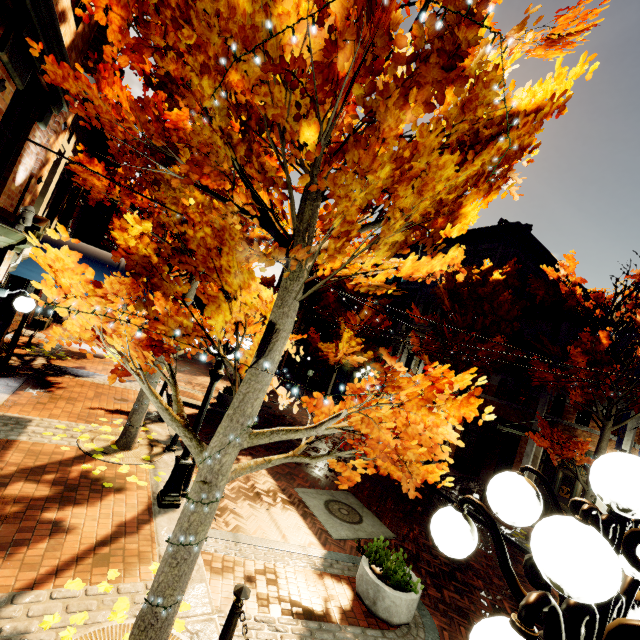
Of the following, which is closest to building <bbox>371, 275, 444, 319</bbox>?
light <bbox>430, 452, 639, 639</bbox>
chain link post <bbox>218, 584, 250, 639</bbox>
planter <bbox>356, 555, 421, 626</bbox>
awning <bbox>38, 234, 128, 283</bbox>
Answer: awning <bbox>38, 234, 128, 283</bbox>

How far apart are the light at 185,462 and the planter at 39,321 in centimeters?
1390cm

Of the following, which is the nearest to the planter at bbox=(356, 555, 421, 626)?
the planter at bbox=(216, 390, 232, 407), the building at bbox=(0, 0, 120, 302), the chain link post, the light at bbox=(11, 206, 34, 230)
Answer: the chain link post

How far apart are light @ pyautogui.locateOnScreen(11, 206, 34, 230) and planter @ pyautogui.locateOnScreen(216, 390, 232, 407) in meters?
9.5 m

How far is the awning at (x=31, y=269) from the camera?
7.3 meters

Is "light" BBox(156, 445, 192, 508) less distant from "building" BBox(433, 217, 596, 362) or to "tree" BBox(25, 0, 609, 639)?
"tree" BBox(25, 0, 609, 639)

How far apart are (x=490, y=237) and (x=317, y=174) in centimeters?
2089cm

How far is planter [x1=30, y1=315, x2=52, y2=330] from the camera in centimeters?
1528cm
